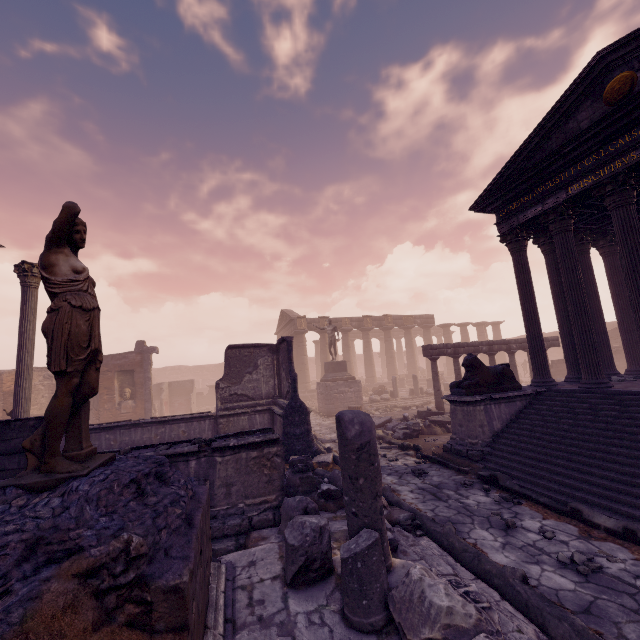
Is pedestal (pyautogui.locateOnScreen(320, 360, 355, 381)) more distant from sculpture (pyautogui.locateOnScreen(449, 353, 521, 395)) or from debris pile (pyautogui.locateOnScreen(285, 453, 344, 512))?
sculpture (pyautogui.locateOnScreen(449, 353, 521, 395))

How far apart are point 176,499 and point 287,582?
1.77m

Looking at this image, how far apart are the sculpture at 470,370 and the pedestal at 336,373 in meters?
11.1 m

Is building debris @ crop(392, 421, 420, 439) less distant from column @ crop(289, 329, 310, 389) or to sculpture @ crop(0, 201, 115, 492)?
sculpture @ crop(0, 201, 115, 492)

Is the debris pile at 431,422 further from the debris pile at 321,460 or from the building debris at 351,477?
the building debris at 351,477

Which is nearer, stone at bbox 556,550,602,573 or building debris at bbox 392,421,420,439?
stone at bbox 556,550,602,573

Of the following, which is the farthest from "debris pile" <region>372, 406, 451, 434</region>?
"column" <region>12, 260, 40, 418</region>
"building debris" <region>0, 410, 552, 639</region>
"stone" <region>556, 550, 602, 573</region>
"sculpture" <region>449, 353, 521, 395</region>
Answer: "column" <region>12, 260, 40, 418</region>

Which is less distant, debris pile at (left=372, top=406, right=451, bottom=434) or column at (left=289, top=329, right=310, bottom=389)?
debris pile at (left=372, top=406, right=451, bottom=434)
